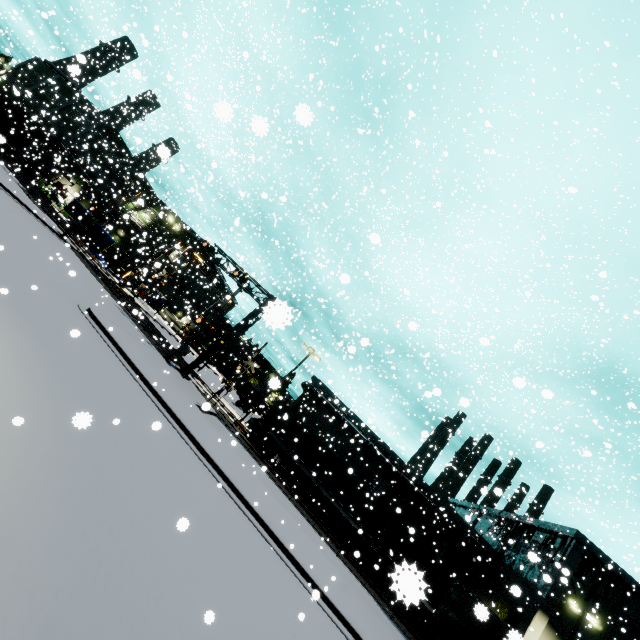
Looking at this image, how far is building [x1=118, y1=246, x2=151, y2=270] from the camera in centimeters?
4031cm

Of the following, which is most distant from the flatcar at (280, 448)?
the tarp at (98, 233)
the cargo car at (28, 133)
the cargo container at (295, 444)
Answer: the cargo car at (28, 133)

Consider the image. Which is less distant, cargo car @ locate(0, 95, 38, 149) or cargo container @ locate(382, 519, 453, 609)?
cargo container @ locate(382, 519, 453, 609)

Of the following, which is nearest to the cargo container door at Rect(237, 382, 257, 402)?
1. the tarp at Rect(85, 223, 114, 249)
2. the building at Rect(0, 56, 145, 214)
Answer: the building at Rect(0, 56, 145, 214)

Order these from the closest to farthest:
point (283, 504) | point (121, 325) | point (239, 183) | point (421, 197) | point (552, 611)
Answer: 1. point (283, 504)
2. point (121, 325)
3. point (552, 611)
4. point (421, 197)
5. point (239, 183)

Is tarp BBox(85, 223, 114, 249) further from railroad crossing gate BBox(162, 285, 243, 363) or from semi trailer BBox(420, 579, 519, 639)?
railroad crossing gate BBox(162, 285, 243, 363)

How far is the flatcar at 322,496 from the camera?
24.2 meters

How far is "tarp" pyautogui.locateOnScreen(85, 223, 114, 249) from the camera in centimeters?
3972cm
